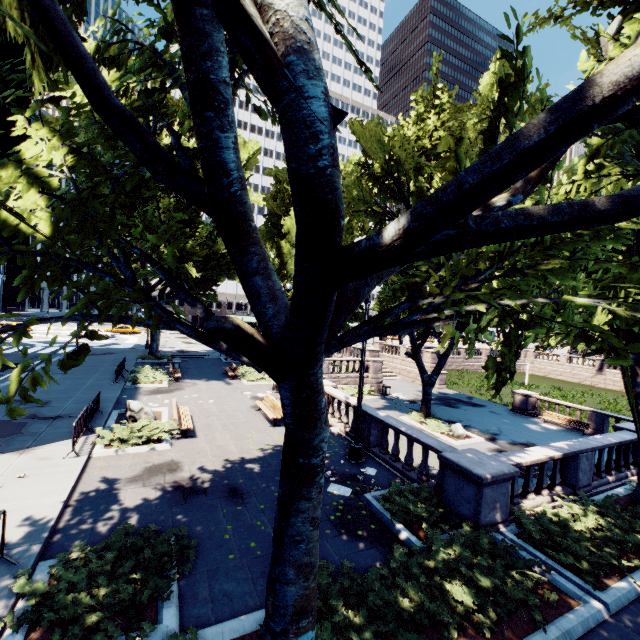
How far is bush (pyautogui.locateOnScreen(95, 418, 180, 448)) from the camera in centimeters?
1148cm

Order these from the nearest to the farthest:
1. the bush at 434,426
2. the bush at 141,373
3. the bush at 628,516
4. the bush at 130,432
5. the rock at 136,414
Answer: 1. the bush at 628,516
2. the bush at 130,432
3. the rock at 136,414
4. the bush at 434,426
5. the bush at 141,373

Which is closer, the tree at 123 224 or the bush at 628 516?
the tree at 123 224

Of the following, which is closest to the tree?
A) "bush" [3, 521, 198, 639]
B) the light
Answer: "bush" [3, 521, 198, 639]

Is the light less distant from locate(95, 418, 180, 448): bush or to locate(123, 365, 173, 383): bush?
locate(95, 418, 180, 448): bush

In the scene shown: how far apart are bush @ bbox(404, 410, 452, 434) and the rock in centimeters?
1533cm

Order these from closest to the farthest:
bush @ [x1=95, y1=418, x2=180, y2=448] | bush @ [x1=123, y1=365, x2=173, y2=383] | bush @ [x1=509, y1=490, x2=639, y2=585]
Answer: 1. bush @ [x1=509, y1=490, x2=639, y2=585]
2. bush @ [x1=95, y1=418, x2=180, y2=448]
3. bush @ [x1=123, y1=365, x2=173, y2=383]

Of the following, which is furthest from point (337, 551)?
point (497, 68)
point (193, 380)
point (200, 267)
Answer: point (497, 68)
